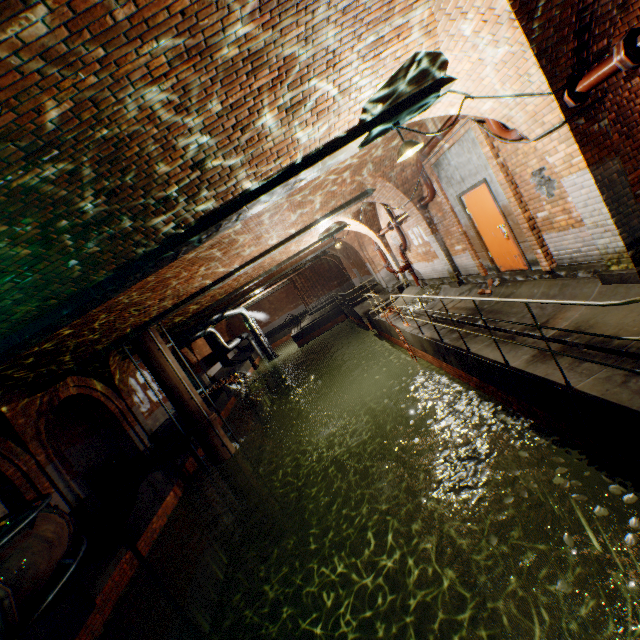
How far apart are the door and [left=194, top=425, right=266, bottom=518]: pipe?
10.91m

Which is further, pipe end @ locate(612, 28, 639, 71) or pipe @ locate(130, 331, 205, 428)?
pipe @ locate(130, 331, 205, 428)

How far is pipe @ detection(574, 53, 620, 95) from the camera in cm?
371

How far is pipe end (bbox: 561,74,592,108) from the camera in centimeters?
416cm

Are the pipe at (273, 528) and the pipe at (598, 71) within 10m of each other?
no

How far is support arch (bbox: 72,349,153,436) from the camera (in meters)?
13.20

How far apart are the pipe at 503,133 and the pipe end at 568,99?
0.9m

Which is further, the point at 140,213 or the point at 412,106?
the point at 412,106
